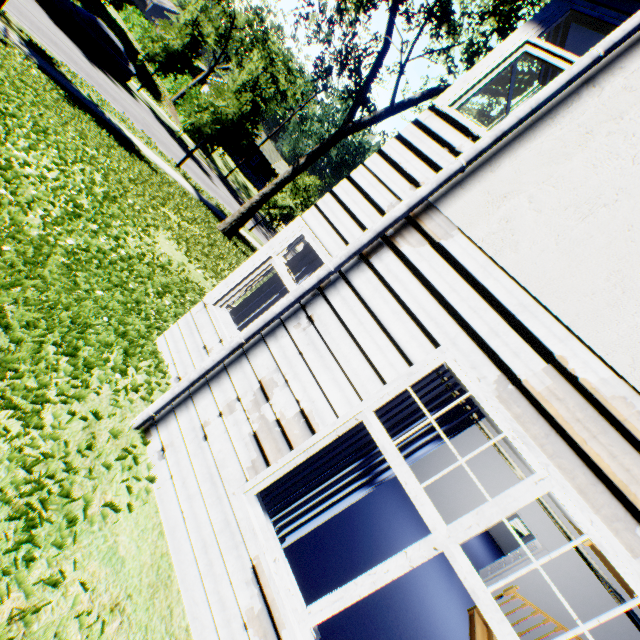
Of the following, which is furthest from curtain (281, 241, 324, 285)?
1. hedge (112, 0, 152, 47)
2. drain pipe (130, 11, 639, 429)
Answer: hedge (112, 0, 152, 47)

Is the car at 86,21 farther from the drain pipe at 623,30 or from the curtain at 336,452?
the curtain at 336,452

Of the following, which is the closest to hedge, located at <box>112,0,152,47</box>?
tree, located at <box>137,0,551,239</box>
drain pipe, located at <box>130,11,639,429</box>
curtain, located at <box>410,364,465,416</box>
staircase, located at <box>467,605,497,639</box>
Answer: tree, located at <box>137,0,551,239</box>

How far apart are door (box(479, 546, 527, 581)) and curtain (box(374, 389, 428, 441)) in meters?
10.5 m

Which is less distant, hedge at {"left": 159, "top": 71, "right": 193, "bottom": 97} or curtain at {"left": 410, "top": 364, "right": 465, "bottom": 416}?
curtain at {"left": 410, "top": 364, "right": 465, "bottom": 416}

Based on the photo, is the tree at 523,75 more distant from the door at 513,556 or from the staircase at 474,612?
the staircase at 474,612

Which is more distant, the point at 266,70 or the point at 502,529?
the point at 266,70
